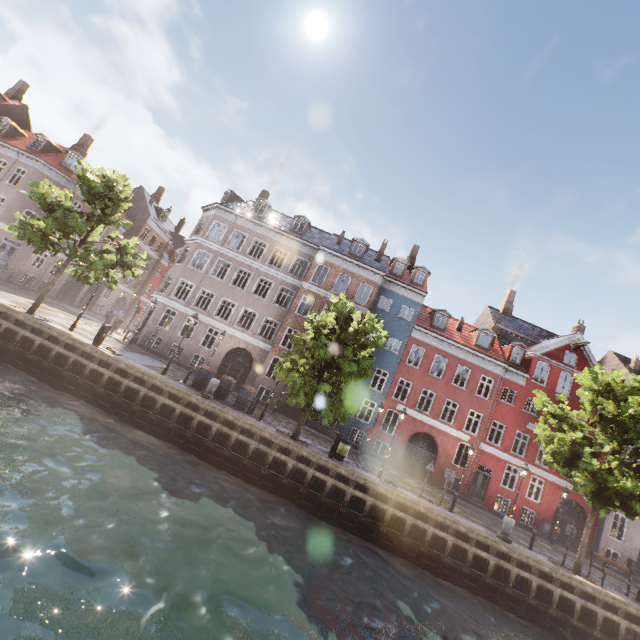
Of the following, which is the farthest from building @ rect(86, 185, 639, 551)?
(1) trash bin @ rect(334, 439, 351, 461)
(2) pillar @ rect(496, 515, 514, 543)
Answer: (2) pillar @ rect(496, 515, 514, 543)

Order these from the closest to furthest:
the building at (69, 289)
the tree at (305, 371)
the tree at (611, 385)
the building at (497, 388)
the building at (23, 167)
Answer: the tree at (611, 385) < the tree at (305, 371) < the building at (497, 388) < the building at (23, 167) < the building at (69, 289)

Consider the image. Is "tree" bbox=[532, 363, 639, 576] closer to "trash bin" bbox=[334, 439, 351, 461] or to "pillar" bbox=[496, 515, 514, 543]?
"trash bin" bbox=[334, 439, 351, 461]

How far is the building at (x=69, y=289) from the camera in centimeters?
3414cm

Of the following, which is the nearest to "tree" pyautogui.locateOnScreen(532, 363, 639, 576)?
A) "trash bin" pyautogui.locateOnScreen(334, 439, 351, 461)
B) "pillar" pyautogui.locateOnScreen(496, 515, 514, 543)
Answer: "trash bin" pyautogui.locateOnScreen(334, 439, 351, 461)

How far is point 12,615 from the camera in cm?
510

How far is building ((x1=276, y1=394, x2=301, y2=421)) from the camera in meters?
25.0

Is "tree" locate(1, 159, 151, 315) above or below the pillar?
above
